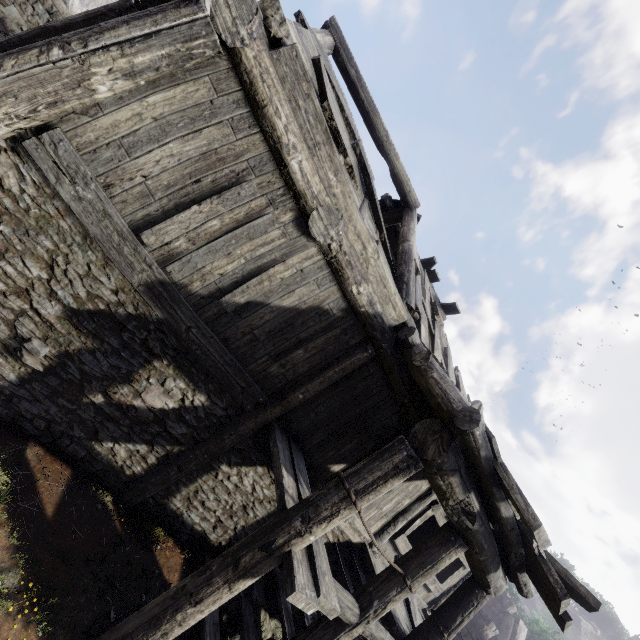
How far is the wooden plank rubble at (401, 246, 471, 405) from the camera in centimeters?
639cm

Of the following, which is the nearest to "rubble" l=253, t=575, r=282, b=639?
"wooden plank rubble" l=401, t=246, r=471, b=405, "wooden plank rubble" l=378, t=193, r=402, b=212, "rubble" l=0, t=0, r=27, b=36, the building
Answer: the building

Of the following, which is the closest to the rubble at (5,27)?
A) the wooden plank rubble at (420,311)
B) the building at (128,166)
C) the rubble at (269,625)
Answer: the building at (128,166)

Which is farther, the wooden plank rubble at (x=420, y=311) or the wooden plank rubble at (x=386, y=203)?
the wooden plank rubble at (x=386, y=203)

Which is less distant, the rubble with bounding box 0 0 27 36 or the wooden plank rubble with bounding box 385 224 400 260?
the wooden plank rubble with bounding box 385 224 400 260

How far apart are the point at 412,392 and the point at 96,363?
5.4 meters

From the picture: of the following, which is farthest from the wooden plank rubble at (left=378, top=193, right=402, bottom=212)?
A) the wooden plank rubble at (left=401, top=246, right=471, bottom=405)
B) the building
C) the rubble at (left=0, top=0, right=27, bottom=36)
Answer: the rubble at (left=0, top=0, right=27, bottom=36)

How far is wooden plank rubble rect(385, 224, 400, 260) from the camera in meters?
10.7 m
